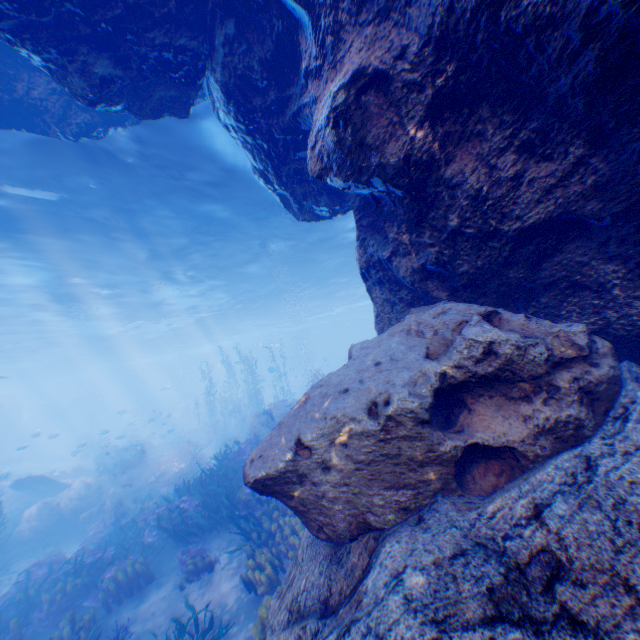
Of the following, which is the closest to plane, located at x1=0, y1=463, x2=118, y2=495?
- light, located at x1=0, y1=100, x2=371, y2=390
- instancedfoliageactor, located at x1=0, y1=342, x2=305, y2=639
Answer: instancedfoliageactor, located at x1=0, y1=342, x2=305, y2=639

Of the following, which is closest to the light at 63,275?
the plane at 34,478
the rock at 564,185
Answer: the rock at 564,185

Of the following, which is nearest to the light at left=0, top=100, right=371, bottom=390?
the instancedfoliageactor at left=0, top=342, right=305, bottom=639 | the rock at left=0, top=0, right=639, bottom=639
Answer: the rock at left=0, top=0, right=639, bottom=639

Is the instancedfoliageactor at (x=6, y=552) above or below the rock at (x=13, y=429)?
below

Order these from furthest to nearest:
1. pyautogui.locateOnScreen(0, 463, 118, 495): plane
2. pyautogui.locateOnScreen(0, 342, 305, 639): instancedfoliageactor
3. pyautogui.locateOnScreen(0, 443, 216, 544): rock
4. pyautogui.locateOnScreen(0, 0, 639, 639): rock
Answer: pyautogui.locateOnScreen(0, 463, 118, 495): plane → pyautogui.locateOnScreen(0, 443, 216, 544): rock → pyautogui.locateOnScreen(0, 342, 305, 639): instancedfoliageactor → pyautogui.locateOnScreen(0, 0, 639, 639): rock

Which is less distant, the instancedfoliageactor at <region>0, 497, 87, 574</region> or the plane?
the instancedfoliageactor at <region>0, 497, 87, 574</region>

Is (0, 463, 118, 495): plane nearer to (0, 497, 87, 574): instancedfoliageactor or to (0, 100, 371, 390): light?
(0, 497, 87, 574): instancedfoliageactor

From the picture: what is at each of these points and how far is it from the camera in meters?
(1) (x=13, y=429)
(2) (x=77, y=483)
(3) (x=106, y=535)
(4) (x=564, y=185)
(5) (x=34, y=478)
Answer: (1) rock, 37.5
(2) rock, 16.2
(3) instancedfoliageactor, 13.2
(4) rock, 3.0
(5) plane, 17.1
